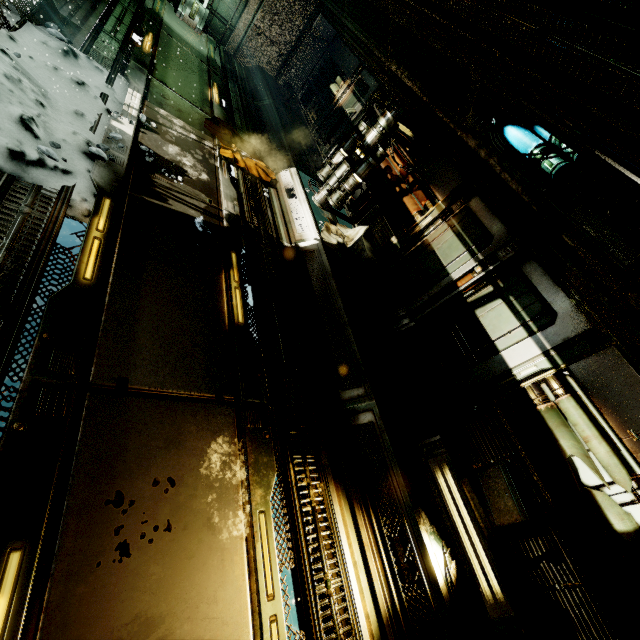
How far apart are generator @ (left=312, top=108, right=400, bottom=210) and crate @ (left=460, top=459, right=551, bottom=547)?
5.7m

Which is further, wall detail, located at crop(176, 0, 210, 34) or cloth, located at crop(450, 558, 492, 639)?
wall detail, located at crop(176, 0, 210, 34)

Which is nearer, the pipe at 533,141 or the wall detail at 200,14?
the pipe at 533,141

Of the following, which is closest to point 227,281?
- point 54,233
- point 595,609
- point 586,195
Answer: point 54,233

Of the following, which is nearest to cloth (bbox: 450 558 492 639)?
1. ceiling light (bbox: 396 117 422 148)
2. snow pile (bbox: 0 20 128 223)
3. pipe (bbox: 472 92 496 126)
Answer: pipe (bbox: 472 92 496 126)

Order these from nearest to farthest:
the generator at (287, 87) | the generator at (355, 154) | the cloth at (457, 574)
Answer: the cloth at (457, 574)
the generator at (355, 154)
the generator at (287, 87)

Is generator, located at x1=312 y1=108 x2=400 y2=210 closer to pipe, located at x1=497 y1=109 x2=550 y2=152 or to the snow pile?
pipe, located at x1=497 y1=109 x2=550 y2=152

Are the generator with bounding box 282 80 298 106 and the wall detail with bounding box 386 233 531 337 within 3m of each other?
no
